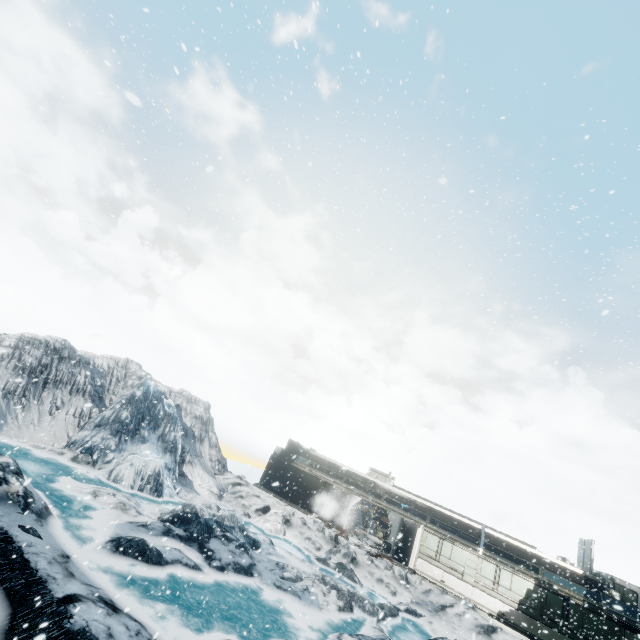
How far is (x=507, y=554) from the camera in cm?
2608
